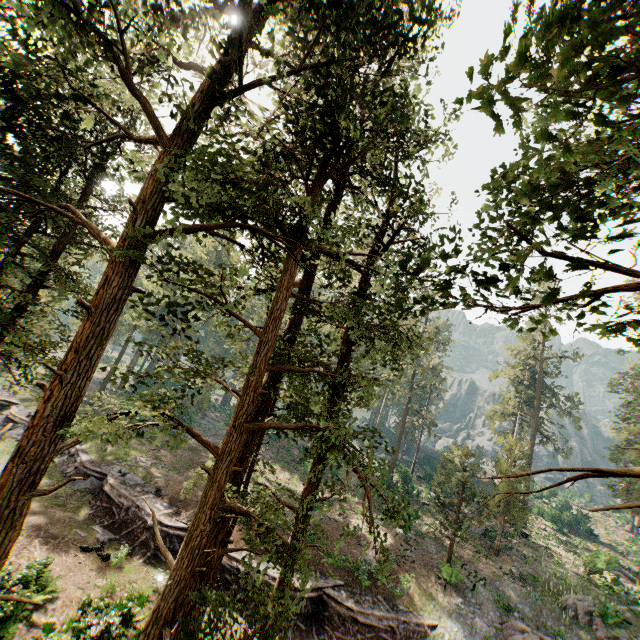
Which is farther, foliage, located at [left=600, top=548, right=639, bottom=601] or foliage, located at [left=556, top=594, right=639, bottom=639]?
foliage, located at [left=600, top=548, right=639, bottom=601]

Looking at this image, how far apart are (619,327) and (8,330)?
20.1 meters

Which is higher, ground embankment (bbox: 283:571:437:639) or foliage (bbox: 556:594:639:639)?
→ foliage (bbox: 556:594:639:639)

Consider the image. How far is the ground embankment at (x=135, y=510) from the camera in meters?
19.3

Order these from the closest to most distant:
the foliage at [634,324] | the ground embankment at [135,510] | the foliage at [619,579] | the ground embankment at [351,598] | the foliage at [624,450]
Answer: the foliage at [624,450]
the foliage at [634,324]
the ground embankment at [351,598]
the ground embankment at [135,510]
the foliage at [619,579]

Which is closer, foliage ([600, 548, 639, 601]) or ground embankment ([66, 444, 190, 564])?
ground embankment ([66, 444, 190, 564])
